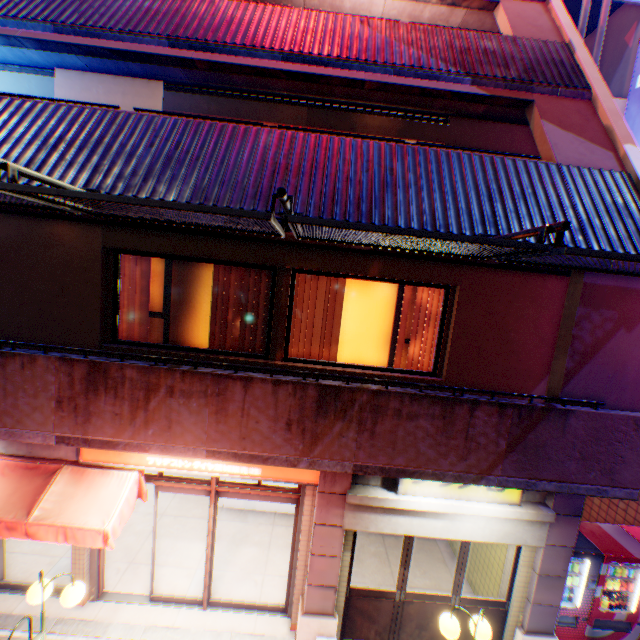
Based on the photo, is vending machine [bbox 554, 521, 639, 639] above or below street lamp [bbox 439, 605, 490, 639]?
A: below

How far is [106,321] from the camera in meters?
5.5

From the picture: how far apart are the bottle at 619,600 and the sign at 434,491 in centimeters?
354cm

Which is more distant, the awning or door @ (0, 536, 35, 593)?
door @ (0, 536, 35, 593)

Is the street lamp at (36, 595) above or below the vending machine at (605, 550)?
above

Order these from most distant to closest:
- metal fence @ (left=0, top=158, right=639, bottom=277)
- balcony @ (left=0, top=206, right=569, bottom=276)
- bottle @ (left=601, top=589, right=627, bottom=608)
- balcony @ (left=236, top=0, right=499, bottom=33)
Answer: balcony @ (left=236, top=0, right=499, bottom=33), bottle @ (left=601, top=589, right=627, bottom=608), balcony @ (left=0, top=206, right=569, bottom=276), metal fence @ (left=0, top=158, right=639, bottom=277)

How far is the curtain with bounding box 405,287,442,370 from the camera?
5.7 meters

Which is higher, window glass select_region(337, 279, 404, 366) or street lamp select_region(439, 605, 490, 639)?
window glass select_region(337, 279, 404, 366)
